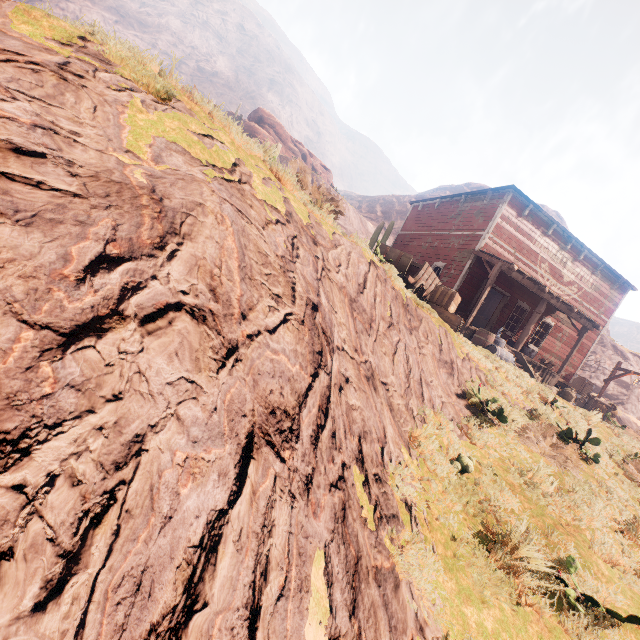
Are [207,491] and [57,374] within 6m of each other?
yes

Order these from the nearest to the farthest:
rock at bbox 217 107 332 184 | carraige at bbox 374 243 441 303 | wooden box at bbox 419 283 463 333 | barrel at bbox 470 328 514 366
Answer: rock at bbox 217 107 332 184 → carraige at bbox 374 243 441 303 → wooden box at bbox 419 283 463 333 → barrel at bbox 470 328 514 366

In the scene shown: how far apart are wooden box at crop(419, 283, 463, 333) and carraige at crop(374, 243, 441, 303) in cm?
4

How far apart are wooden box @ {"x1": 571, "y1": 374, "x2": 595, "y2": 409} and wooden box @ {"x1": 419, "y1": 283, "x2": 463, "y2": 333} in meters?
13.0

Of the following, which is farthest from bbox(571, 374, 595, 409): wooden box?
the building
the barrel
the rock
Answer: the rock

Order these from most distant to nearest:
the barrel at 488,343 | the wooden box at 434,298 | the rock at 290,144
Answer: the barrel at 488,343 → the wooden box at 434,298 → the rock at 290,144

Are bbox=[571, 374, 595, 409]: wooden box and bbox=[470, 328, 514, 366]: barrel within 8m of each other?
no

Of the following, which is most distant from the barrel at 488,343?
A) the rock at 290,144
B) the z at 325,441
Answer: the rock at 290,144
